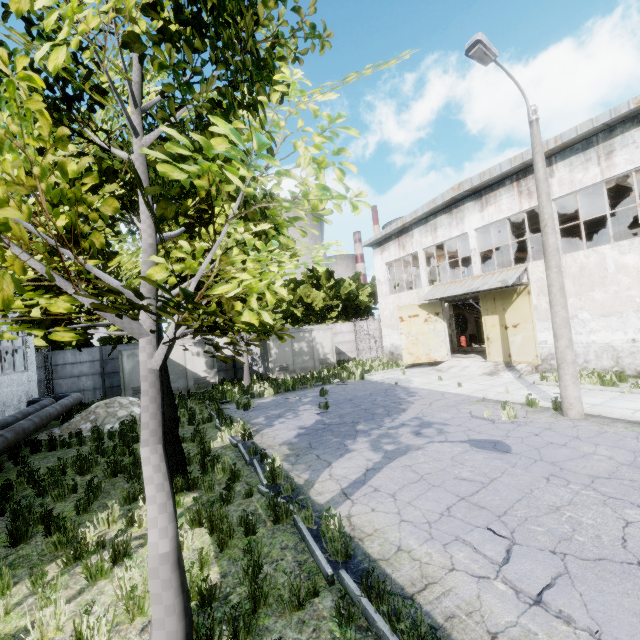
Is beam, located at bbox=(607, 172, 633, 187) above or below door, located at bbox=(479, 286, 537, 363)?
above

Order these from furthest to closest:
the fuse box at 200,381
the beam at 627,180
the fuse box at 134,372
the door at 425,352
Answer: the door at 425,352, the fuse box at 200,381, the fuse box at 134,372, the beam at 627,180

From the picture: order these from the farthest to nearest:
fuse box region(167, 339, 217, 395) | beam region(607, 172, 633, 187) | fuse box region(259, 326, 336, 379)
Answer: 1. fuse box region(259, 326, 336, 379)
2. fuse box region(167, 339, 217, 395)
3. beam region(607, 172, 633, 187)

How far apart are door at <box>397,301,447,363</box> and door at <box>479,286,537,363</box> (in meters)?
2.69

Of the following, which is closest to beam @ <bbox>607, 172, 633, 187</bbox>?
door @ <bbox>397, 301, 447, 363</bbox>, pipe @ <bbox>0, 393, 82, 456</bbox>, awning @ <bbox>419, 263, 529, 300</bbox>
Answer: awning @ <bbox>419, 263, 529, 300</bbox>

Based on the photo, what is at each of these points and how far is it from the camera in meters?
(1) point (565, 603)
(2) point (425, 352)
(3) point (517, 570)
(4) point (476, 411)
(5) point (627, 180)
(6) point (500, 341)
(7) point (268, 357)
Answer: (1) asphalt debris, 3.3 m
(2) door, 20.8 m
(3) asphalt debris, 3.8 m
(4) asphalt debris, 10.3 m
(5) beam, 13.8 m
(6) door, 17.4 m
(7) fuse box, 22.8 m

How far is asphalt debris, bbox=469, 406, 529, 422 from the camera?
9.02m

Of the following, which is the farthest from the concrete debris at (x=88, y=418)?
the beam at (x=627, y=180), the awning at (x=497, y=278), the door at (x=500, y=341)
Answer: the beam at (x=627, y=180)
